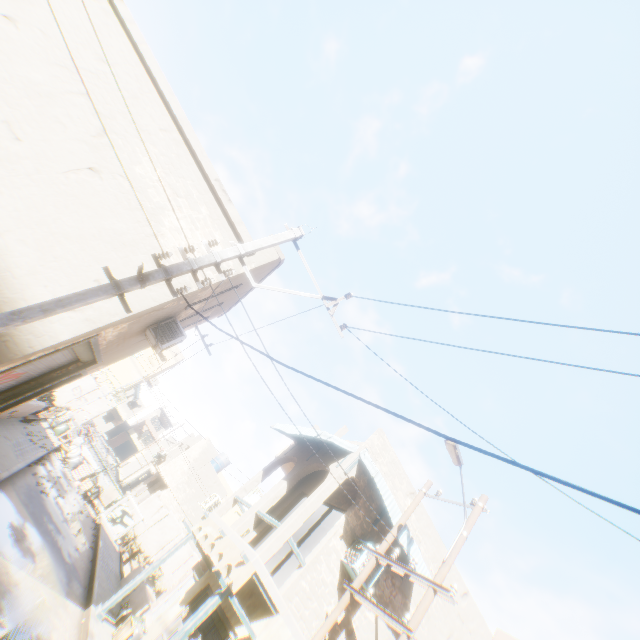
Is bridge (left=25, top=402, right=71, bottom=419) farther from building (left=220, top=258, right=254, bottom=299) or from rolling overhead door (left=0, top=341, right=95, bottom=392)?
building (left=220, top=258, right=254, bottom=299)

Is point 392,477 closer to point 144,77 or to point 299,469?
point 299,469

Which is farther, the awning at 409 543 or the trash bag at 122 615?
the trash bag at 122 615

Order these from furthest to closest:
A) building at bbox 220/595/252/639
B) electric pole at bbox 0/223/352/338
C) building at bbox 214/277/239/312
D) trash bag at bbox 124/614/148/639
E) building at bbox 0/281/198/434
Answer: trash bag at bbox 124/614/148/639 < building at bbox 214/277/239/312 < building at bbox 220/595/252/639 < building at bbox 0/281/198/434 < electric pole at bbox 0/223/352/338

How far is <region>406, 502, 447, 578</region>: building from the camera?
11.5m

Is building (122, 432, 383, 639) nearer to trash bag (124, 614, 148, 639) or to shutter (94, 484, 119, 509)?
trash bag (124, 614, 148, 639)

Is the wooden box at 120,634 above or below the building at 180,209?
below

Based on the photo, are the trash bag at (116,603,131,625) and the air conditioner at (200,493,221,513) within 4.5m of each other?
yes
